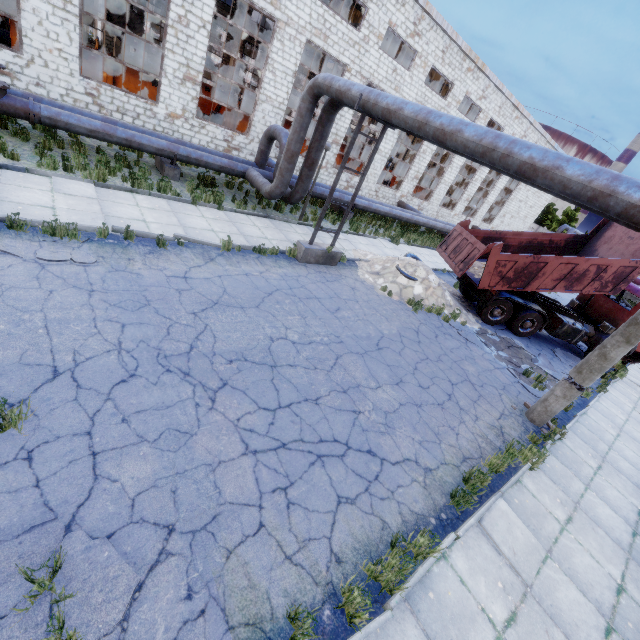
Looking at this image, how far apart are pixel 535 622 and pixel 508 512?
1.53m

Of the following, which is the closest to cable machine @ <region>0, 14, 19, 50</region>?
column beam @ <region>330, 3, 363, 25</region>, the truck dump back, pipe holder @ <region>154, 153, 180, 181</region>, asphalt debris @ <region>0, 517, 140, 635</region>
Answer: pipe holder @ <region>154, 153, 180, 181</region>

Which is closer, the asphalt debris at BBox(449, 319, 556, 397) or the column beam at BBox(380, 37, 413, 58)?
the asphalt debris at BBox(449, 319, 556, 397)

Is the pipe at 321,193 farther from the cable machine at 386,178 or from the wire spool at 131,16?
the wire spool at 131,16

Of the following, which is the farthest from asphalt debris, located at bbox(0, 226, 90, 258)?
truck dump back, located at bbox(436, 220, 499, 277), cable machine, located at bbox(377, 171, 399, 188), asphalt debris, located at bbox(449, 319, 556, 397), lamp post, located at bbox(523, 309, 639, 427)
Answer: cable machine, located at bbox(377, 171, 399, 188)

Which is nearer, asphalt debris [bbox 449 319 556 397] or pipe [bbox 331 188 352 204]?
asphalt debris [bbox 449 319 556 397]

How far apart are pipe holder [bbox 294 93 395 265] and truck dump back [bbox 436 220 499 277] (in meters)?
4.54

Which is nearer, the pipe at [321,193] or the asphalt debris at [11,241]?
Answer: the asphalt debris at [11,241]
